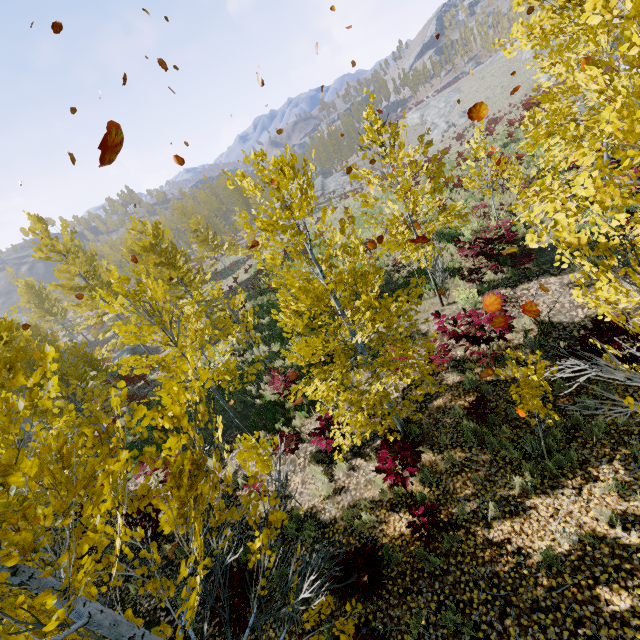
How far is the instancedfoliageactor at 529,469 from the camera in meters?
5.4 m

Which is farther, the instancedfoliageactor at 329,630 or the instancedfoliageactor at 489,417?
the instancedfoliageactor at 489,417

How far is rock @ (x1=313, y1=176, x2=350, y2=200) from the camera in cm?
5537

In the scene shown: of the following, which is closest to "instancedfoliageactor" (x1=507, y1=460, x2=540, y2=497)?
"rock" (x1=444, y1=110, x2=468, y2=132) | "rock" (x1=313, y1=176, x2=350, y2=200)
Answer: "rock" (x1=313, y1=176, x2=350, y2=200)

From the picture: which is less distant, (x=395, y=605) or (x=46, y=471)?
(x=46, y=471)

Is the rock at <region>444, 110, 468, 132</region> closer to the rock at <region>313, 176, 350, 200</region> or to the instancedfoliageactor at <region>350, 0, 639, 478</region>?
the rock at <region>313, 176, 350, 200</region>

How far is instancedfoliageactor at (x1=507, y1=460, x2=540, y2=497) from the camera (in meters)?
5.36
